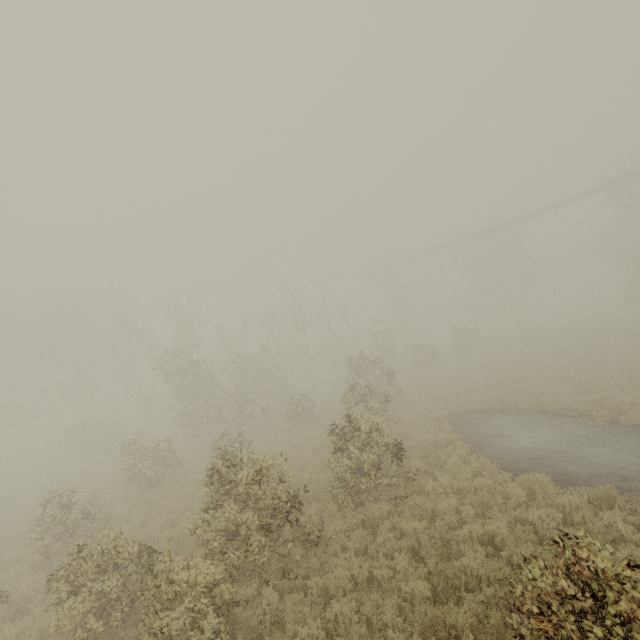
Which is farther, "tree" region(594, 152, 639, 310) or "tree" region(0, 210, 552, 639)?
"tree" region(594, 152, 639, 310)

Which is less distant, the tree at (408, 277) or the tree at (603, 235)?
the tree at (408, 277)

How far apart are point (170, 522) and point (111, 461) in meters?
10.9 m
